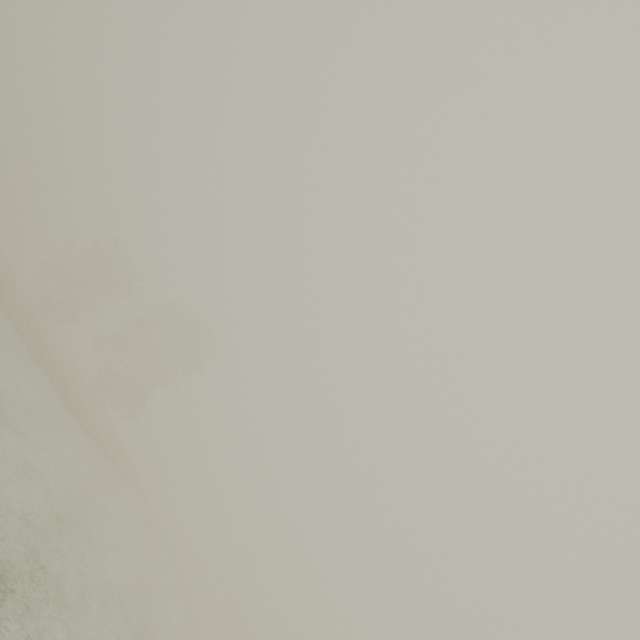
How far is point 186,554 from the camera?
38.97m
